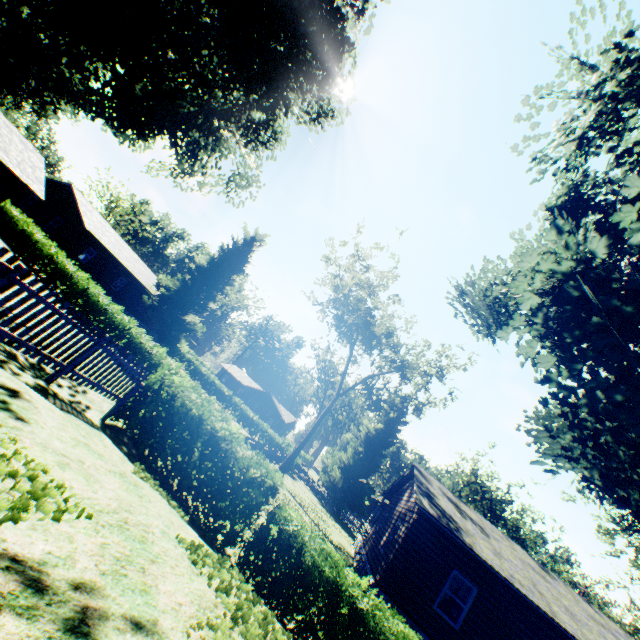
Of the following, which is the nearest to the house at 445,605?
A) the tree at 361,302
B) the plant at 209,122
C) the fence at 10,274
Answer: the plant at 209,122

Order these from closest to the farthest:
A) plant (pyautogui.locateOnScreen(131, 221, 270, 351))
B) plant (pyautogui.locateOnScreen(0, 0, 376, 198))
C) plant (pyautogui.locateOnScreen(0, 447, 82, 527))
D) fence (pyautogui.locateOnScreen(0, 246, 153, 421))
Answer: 1. plant (pyautogui.locateOnScreen(0, 447, 82, 527))
2. fence (pyautogui.locateOnScreen(0, 246, 153, 421))
3. plant (pyautogui.locateOnScreen(0, 0, 376, 198))
4. plant (pyautogui.locateOnScreen(131, 221, 270, 351))

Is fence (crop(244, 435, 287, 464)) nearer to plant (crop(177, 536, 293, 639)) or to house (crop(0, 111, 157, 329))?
plant (crop(177, 536, 293, 639))

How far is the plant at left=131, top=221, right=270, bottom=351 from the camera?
37.8m

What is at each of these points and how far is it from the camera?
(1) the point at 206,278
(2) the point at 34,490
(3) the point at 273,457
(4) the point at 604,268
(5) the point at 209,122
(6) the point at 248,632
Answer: (1) plant, 40.31m
(2) plant, 2.64m
(3) fence, 29.23m
(4) plant, 8.20m
(5) plant, 15.14m
(6) plant, 3.15m

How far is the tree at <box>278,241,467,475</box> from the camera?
26.9 meters

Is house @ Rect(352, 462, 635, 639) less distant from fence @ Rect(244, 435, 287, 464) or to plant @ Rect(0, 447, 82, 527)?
plant @ Rect(0, 447, 82, 527)

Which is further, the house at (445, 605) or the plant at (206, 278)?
the plant at (206, 278)
